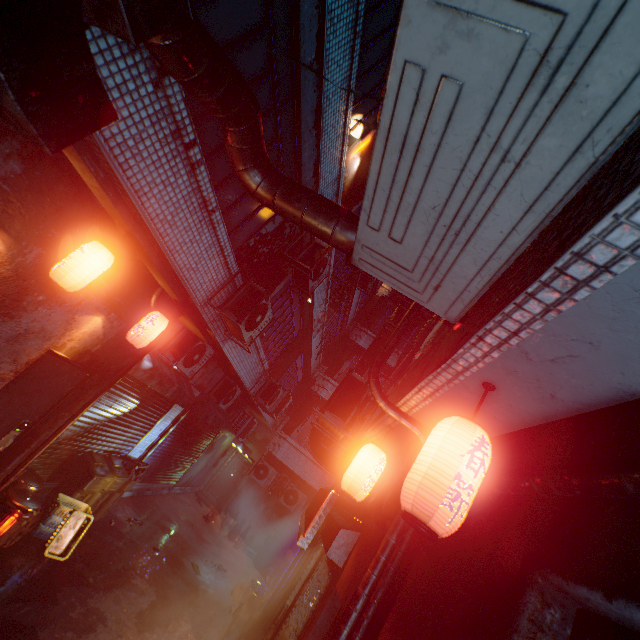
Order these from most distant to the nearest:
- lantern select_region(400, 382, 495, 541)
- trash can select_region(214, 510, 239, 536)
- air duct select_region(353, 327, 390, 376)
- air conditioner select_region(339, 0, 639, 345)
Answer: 1. trash can select_region(214, 510, 239, 536)
2. air duct select_region(353, 327, 390, 376)
3. lantern select_region(400, 382, 495, 541)
4. air conditioner select_region(339, 0, 639, 345)

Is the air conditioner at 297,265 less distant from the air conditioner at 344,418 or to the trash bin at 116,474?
the air conditioner at 344,418

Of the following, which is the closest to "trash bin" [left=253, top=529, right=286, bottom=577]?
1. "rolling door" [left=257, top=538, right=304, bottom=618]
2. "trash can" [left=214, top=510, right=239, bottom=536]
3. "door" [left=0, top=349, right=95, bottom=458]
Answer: "rolling door" [left=257, top=538, right=304, bottom=618]

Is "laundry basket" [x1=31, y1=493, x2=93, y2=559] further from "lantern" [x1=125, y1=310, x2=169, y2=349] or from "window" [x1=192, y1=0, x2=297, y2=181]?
"window" [x1=192, y1=0, x2=297, y2=181]

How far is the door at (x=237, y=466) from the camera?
13.7 meters

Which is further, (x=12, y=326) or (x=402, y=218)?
(x=12, y=326)

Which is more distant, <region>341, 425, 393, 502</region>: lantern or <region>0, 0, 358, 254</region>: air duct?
<region>341, 425, 393, 502</region>: lantern

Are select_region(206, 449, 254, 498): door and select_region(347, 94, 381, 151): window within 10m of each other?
no
